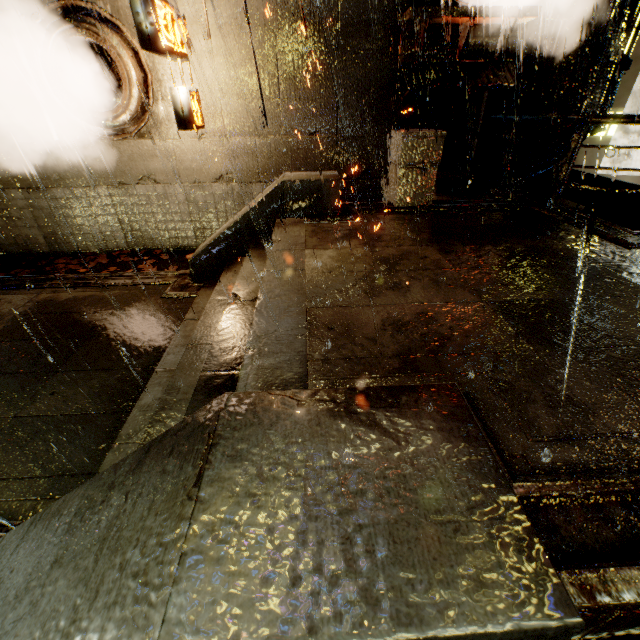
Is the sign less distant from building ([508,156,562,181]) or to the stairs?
building ([508,156,562,181])

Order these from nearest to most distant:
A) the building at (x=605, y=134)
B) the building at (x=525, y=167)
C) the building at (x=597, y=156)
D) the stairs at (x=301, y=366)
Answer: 1. the stairs at (x=301, y=366)
2. the building at (x=525, y=167)
3. the building at (x=605, y=134)
4. the building at (x=597, y=156)

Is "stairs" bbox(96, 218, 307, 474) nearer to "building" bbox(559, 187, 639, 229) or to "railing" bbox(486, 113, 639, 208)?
"building" bbox(559, 187, 639, 229)

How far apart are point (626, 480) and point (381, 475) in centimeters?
162cm

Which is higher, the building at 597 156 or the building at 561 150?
the building at 561 150

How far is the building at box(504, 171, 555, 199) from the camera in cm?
942

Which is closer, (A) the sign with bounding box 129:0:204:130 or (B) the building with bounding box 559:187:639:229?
(A) the sign with bounding box 129:0:204:130

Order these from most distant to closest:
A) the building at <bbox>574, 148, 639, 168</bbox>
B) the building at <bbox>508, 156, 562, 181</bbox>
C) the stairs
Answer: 1. the building at <bbox>574, 148, 639, 168</bbox>
2. the building at <bbox>508, 156, 562, 181</bbox>
3. the stairs
